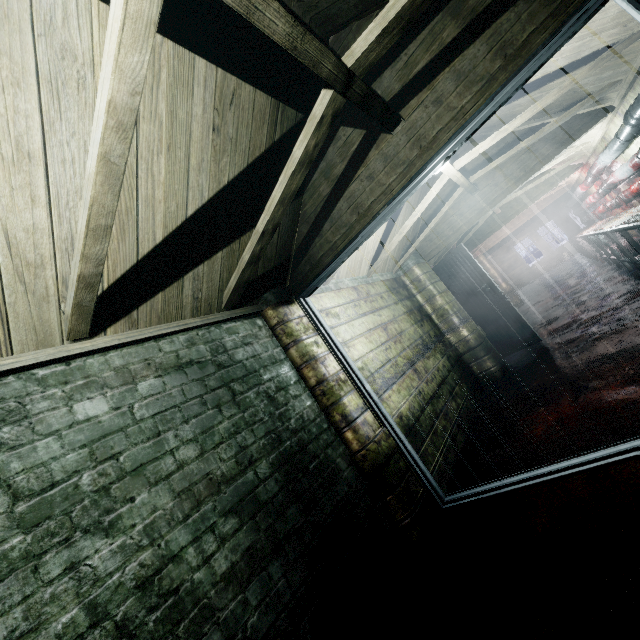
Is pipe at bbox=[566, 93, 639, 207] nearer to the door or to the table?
the table

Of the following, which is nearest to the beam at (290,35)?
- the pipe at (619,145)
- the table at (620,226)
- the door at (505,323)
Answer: the pipe at (619,145)

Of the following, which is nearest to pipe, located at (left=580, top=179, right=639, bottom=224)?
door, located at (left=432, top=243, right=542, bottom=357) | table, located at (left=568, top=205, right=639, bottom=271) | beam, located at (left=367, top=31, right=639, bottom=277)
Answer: table, located at (left=568, top=205, right=639, bottom=271)

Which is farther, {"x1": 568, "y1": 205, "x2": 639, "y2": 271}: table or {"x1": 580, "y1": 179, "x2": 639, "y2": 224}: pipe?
{"x1": 580, "y1": 179, "x2": 639, "y2": 224}: pipe

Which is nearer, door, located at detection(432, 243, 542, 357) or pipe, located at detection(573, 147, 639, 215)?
pipe, located at detection(573, 147, 639, 215)

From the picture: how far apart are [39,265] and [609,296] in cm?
649

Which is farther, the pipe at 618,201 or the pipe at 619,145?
the pipe at 618,201

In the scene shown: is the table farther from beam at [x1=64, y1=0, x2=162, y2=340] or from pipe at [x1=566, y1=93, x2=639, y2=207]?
beam at [x1=64, y1=0, x2=162, y2=340]
